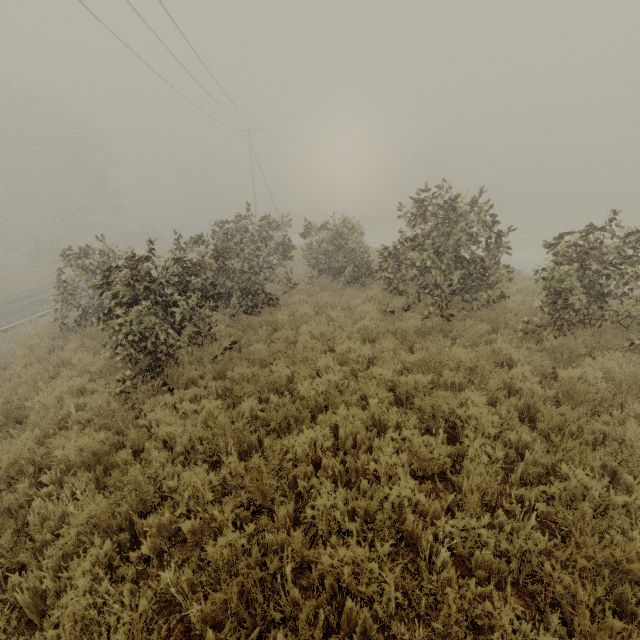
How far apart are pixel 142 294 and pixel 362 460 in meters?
5.4 m

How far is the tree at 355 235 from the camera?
8.0m

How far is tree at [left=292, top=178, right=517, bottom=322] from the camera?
8.0m
